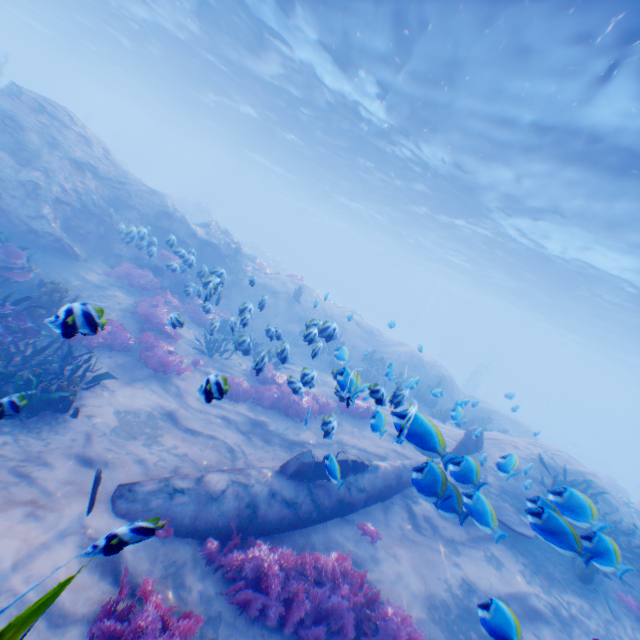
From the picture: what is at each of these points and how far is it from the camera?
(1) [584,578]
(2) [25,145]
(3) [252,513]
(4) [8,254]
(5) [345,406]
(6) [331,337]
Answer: (1) instancedfoliageactor, 7.1m
(2) rock, 11.8m
(3) plane, 6.1m
(4) instancedfoliageactor, 8.6m
(5) instancedfoliageactor, 11.9m
(6) instancedfoliageactor, 8.5m

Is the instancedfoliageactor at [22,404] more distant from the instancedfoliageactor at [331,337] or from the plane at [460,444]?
the plane at [460,444]

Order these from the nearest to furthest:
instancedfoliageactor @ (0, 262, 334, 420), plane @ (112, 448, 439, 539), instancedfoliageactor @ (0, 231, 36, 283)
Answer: plane @ (112, 448, 439, 539), instancedfoliageactor @ (0, 262, 334, 420), instancedfoliageactor @ (0, 231, 36, 283)

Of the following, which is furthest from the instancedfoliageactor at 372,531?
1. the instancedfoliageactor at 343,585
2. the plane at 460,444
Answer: the instancedfoliageactor at 343,585

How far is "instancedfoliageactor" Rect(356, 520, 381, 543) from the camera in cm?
685

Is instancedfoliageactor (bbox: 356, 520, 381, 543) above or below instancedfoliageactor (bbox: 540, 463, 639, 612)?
below

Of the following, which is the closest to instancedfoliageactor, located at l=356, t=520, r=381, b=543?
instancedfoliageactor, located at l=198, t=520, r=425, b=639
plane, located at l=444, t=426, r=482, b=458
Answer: plane, located at l=444, t=426, r=482, b=458

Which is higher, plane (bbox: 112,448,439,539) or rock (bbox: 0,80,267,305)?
rock (bbox: 0,80,267,305)
